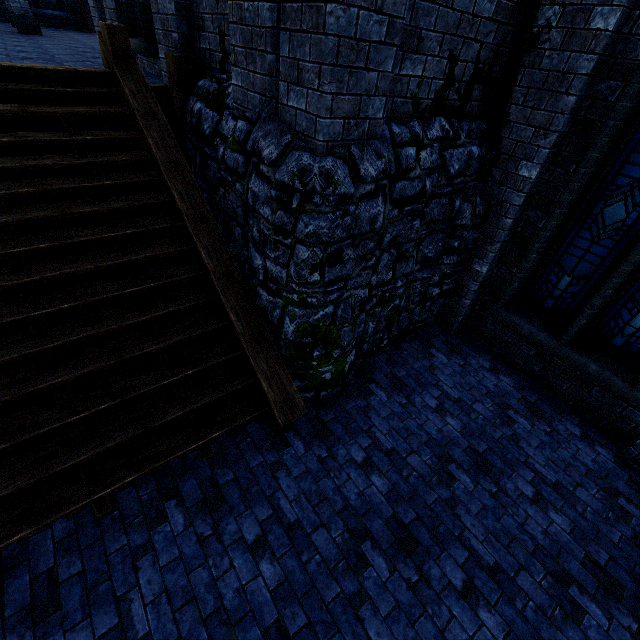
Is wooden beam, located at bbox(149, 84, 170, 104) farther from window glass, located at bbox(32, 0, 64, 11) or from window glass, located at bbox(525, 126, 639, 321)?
window glass, located at bbox(32, 0, 64, 11)

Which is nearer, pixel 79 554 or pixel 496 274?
pixel 79 554

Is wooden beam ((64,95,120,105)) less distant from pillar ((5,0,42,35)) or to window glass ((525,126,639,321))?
window glass ((525,126,639,321))

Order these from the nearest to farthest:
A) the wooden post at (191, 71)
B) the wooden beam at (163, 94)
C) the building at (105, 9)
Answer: the wooden post at (191, 71), the wooden beam at (163, 94), the building at (105, 9)

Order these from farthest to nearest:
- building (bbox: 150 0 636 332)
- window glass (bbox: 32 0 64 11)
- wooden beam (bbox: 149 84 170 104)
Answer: window glass (bbox: 32 0 64 11), wooden beam (bbox: 149 84 170 104), building (bbox: 150 0 636 332)

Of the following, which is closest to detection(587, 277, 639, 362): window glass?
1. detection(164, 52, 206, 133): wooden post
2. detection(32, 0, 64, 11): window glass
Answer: detection(164, 52, 206, 133): wooden post

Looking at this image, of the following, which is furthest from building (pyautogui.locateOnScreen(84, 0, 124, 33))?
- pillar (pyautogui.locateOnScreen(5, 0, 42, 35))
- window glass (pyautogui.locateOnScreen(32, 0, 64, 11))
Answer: window glass (pyautogui.locateOnScreen(32, 0, 64, 11))

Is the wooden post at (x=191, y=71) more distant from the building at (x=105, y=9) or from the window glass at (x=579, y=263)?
the window glass at (x=579, y=263)
